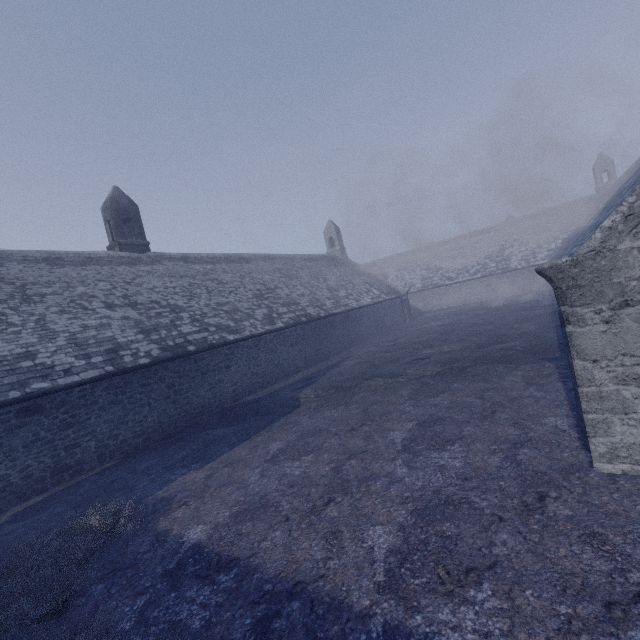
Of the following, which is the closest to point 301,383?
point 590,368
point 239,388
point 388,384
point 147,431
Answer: point 239,388
